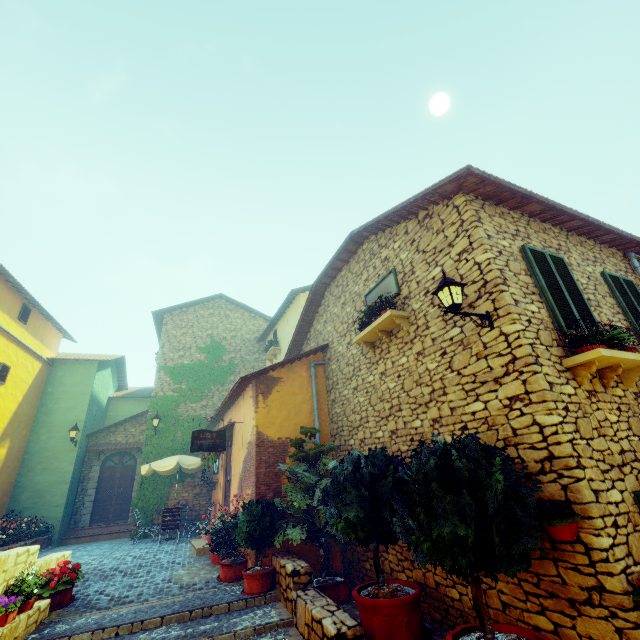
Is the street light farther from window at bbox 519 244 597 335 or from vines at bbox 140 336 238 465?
vines at bbox 140 336 238 465

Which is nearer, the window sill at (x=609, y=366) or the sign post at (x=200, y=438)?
the window sill at (x=609, y=366)

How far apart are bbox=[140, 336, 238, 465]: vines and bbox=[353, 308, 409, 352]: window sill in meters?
10.4 m

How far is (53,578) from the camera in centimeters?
638cm

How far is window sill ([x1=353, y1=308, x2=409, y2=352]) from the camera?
6.4m

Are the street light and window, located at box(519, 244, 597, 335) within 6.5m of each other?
yes

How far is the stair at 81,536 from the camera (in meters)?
12.96

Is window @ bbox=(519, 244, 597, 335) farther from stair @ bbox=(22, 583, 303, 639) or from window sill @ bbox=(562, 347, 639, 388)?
stair @ bbox=(22, 583, 303, 639)
